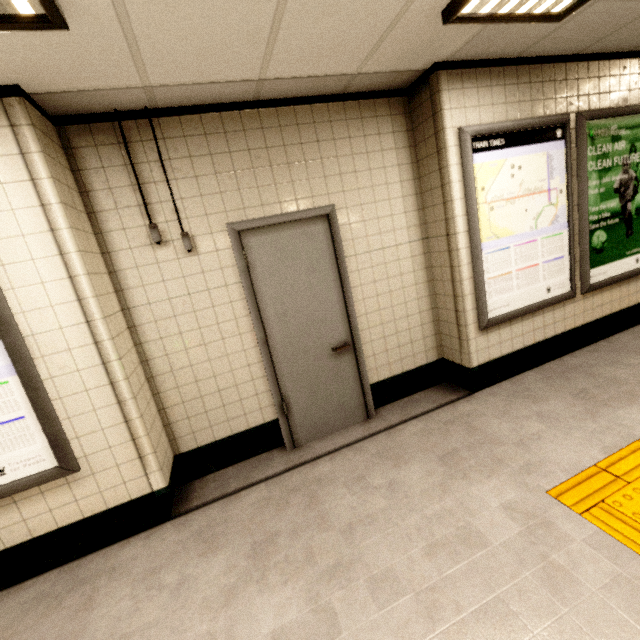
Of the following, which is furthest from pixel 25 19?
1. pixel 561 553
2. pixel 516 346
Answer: pixel 516 346

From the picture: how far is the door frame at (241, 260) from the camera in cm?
263

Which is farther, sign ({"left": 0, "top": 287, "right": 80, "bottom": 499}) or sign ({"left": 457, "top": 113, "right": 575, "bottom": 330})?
sign ({"left": 457, "top": 113, "right": 575, "bottom": 330})

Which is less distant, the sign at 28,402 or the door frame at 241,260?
the sign at 28,402

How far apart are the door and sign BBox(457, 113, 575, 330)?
1.2m

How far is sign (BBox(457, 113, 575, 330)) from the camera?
2.81m

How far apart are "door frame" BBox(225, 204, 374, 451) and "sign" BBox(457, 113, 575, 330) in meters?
1.1

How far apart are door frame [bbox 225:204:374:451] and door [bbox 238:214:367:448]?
0.0 meters
